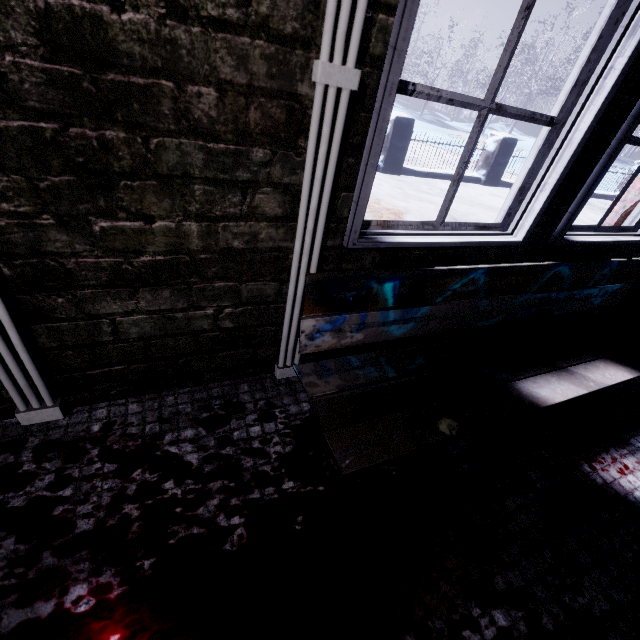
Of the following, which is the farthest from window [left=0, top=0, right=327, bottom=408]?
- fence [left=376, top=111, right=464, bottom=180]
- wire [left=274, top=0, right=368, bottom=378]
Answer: fence [left=376, top=111, right=464, bottom=180]

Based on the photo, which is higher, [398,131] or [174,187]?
[174,187]

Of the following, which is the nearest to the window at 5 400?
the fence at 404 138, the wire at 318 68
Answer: the wire at 318 68

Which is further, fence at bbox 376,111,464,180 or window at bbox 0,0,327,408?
fence at bbox 376,111,464,180

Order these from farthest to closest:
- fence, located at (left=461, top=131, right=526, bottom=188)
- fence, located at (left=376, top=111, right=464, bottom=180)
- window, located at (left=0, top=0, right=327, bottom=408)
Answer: fence, located at (left=461, top=131, right=526, bottom=188), fence, located at (left=376, top=111, right=464, bottom=180), window, located at (left=0, top=0, right=327, bottom=408)

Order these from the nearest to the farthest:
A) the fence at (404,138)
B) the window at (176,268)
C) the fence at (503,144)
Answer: the window at (176,268), the fence at (404,138), the fence at (503,144)

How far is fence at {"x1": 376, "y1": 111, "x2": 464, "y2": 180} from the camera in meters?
5.5

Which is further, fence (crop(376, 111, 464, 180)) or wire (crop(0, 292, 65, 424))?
fence (crop(376, 111, 464, 180))
